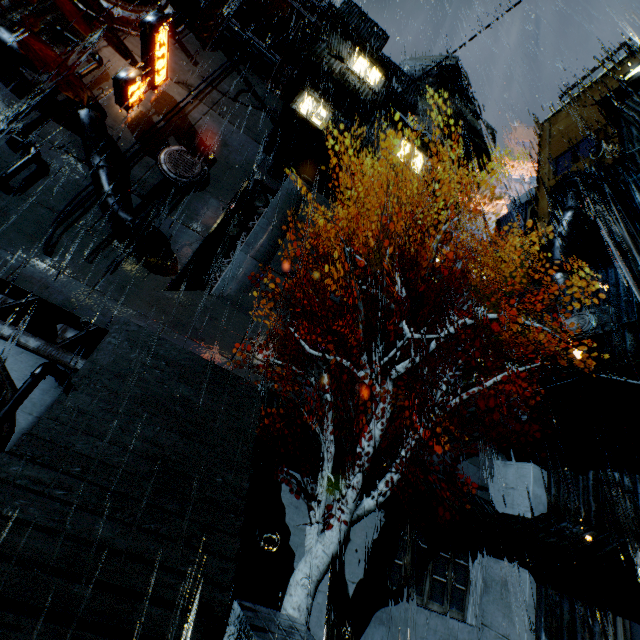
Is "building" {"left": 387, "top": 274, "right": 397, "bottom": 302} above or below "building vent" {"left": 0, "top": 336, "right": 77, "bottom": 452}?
above

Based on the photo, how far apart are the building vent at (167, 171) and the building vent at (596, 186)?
24.86m

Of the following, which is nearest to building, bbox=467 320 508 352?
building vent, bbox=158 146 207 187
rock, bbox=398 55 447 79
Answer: building vent, bbox=158 146 207 187

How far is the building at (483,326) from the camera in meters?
23.9 m

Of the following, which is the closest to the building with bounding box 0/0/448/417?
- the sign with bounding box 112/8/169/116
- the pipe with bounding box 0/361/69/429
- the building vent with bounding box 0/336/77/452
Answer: the sign with bounding box 112/8/169/116

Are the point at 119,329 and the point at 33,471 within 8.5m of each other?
yes

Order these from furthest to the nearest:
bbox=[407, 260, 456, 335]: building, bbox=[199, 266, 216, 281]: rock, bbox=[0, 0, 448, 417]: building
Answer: bbox=[199, 266, 216, 281]: rock < bbox=[407, 260, 456, 335]: building < bbox=[0, 0, 448, 417]: building

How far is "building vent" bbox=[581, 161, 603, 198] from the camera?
20.2 meters
